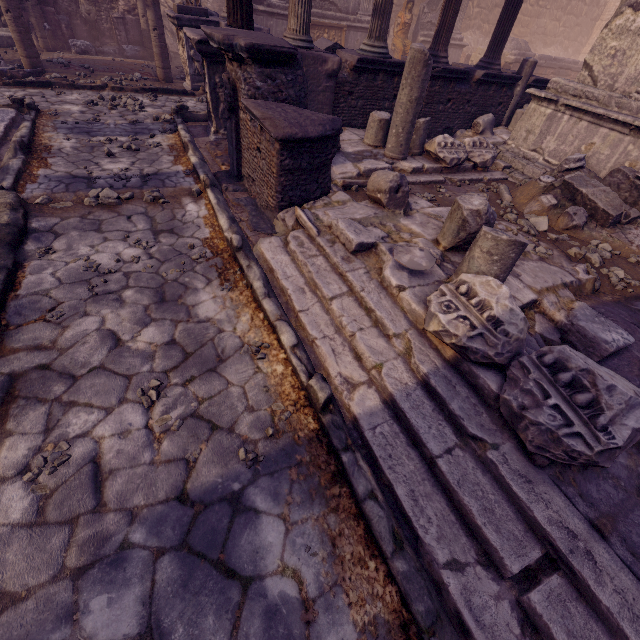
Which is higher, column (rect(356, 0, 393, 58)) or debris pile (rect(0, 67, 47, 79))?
column (rect(356, 0, 393, 58))

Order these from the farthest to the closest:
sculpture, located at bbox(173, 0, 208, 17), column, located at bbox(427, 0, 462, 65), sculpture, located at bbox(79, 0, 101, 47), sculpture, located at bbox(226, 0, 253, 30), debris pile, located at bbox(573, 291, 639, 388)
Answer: sculpture, located at bbox(79, 0, 101, 47)
sculpture, located at bbox(173, 0, 208, 17)
column, located at bbox(427, 0, 462, 65)
sculpture, located at bbox(226, 0, 253, 30)
debris pile, located at bbox(573, 291, 639, 388)

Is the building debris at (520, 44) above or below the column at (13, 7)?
above

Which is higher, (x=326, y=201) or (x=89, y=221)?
(x=326, y=201)

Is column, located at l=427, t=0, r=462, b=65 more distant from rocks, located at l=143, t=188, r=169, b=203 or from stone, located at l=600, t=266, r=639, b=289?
rocks, located at l=143, t=188, r=169, b=203

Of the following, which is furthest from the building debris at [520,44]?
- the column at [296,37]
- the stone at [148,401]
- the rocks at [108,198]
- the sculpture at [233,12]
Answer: the stone at [148,401]

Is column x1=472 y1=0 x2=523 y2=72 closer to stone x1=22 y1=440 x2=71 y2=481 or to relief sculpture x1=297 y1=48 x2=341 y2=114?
relief sculpture x1=297 y1=48 x2=341 y2=114

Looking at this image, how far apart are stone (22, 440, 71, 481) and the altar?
8.4m
